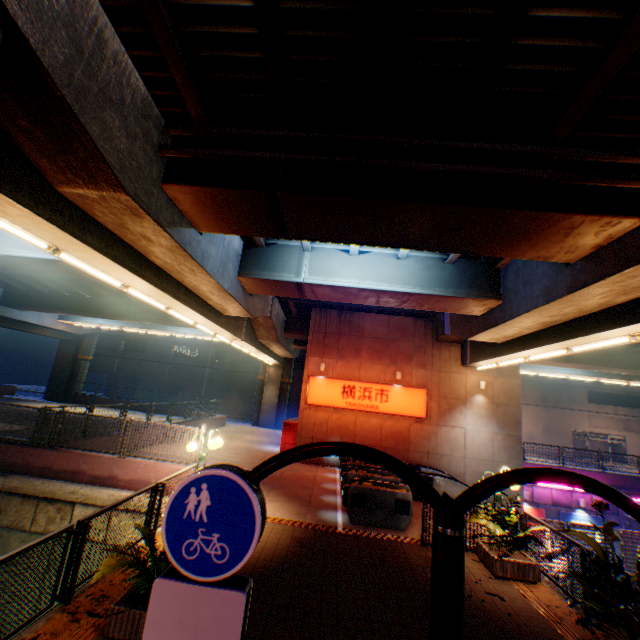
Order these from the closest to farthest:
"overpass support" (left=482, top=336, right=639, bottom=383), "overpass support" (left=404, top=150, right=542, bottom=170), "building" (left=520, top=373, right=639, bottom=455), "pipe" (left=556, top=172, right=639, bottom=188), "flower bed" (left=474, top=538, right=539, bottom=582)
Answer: "pipe" (left=556, top=172, right=639, bottom=188)
"overpass support" (left=404, top=150, right=542, bottom=170)
"flower bed" (left=474, top=538, right=539, bottom=582)
"overpass support" (left=482, top=336, right=639, bottom=383)
"building" (left=520, top=373, right=639, bottom=455)

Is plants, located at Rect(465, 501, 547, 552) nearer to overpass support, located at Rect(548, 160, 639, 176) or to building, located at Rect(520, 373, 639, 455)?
overpass support, located at Rect(548, 160, 639, 176)

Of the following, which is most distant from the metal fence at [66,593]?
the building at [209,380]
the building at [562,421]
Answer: the building at [562,421]

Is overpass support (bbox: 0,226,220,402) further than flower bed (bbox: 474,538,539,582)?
Yes

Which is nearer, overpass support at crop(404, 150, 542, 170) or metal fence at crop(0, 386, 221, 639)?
metal fence at crop(0, 386, 221, 639)

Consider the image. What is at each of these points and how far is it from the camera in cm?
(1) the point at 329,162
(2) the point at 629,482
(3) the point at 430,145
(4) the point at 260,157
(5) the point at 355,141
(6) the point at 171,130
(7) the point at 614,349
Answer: (1) pipe, 635
(2) concrete block, 2044
(3) pipe, 633
(4) pipe, 644
(5) pipe, 644
(6) pipe, 671
(7) overpass support, 2166

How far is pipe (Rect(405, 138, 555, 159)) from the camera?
6.20m

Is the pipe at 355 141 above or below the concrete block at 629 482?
above
